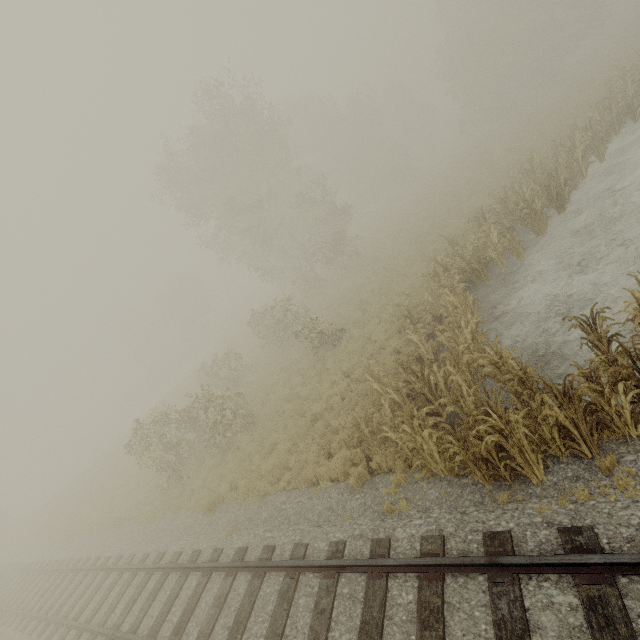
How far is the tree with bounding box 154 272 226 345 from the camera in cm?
4972

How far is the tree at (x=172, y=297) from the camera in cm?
4972

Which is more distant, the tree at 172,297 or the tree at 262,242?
the tree at 172,297

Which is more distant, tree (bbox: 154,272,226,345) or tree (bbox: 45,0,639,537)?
tree (bbox: 154,272,226,345)

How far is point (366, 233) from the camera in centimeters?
3694cm
